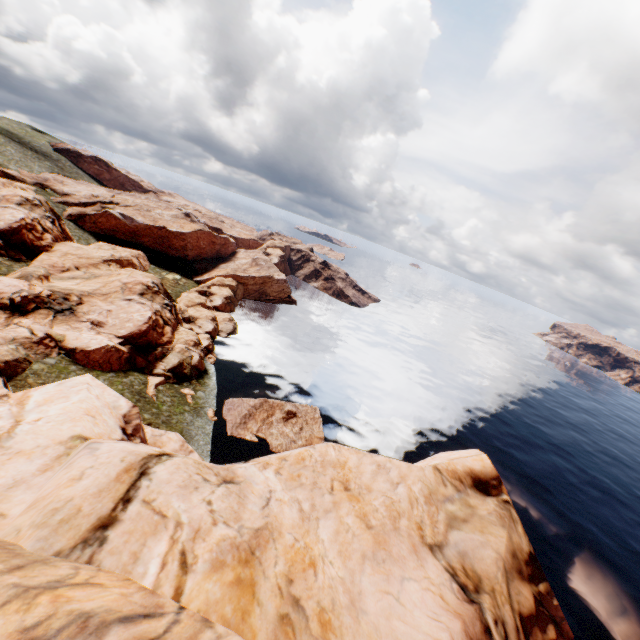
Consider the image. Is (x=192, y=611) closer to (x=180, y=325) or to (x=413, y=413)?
(x=180, y=325)
